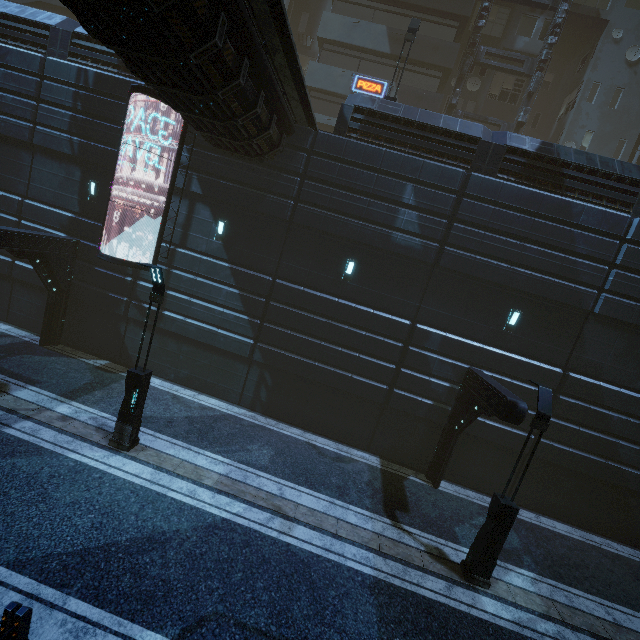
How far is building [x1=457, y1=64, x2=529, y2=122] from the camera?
22.61m

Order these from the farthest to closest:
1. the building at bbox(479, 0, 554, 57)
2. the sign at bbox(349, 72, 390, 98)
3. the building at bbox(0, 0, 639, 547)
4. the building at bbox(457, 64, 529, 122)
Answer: the building at bbox(457, 64, 529, 122)
the building at bbox(479, 0, 554, 57)
the sign at bbox(349, 72, 390, 98)
the building at bbox(0, 0, 639, 547)

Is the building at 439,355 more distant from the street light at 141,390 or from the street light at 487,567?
the street light at 141,390

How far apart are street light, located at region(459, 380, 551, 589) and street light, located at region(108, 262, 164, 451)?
10.1m

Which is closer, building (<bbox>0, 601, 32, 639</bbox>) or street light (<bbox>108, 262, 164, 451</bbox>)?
building (<bbox>0, 601, 32, 639</bbox>)

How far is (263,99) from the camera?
9.4m

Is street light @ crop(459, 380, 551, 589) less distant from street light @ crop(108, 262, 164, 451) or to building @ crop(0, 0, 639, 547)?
building @ crop(0, 0, 639, 547)

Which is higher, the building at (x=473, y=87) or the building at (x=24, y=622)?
the building at (x=473, y=87)
